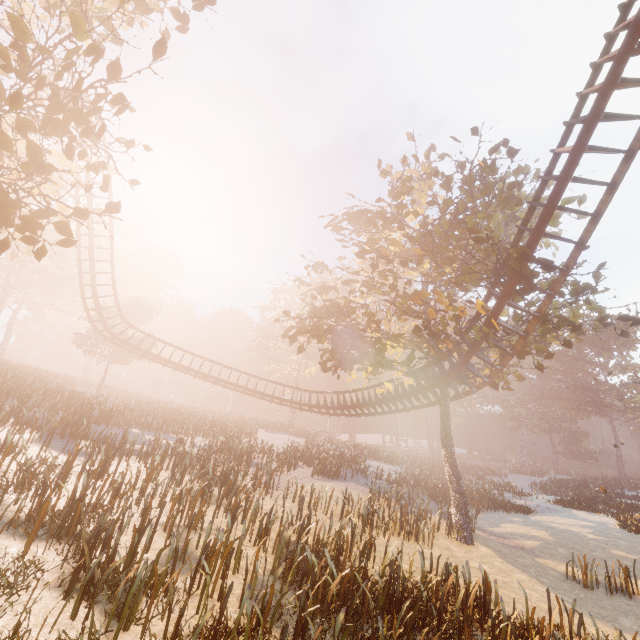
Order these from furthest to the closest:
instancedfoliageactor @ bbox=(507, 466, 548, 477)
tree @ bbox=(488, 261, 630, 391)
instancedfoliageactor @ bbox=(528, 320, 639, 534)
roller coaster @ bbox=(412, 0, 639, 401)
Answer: instancedfoliageactor @ bbox=(507, 466, 548, 477) → instancedfoliageactor @ bbox=(528, 320, 639, 534) → tree @ bbox=(488, 261, 630, 391) → roller coaster @ bbox=(412, 0, 639, 401)

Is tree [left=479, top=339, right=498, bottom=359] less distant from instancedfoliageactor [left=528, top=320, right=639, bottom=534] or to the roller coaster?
the roller coaster

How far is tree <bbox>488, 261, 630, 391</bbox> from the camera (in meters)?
12.26

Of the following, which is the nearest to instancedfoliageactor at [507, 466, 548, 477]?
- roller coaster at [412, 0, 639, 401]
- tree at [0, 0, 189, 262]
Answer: tree at [0, 0, 189, 262]

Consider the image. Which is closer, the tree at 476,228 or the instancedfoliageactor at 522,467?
the tree at 476,228

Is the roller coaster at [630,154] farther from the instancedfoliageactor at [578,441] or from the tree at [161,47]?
the instancedfoliageactor at [578,441]

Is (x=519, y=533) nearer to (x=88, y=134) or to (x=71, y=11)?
(x=88, y=134)
